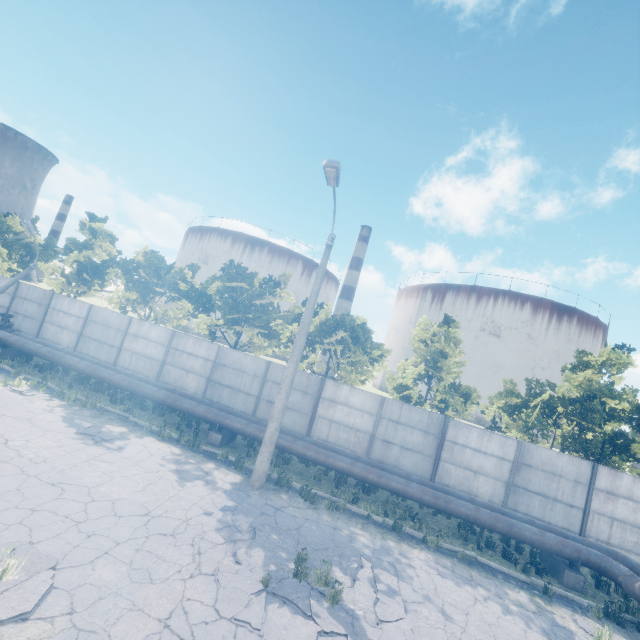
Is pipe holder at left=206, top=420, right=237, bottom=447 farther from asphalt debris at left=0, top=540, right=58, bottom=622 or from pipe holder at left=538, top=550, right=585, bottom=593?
pipe holder at left=538, top=550, right=585, bottom=593

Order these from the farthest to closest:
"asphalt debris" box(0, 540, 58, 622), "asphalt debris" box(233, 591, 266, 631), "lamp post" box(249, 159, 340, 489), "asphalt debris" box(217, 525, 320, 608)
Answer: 1. "lamp post" box(249, 159, 340, 489)
2. "asphalt debris" box(217, 525, 320, 608)
3. "asphalt debris" box(233, 591, 266, 631)
4. "asphalt debris" box(0, 540, 58, 622)

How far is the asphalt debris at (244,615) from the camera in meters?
5.5 m

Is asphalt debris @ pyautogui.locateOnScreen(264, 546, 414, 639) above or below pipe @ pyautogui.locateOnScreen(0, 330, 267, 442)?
below

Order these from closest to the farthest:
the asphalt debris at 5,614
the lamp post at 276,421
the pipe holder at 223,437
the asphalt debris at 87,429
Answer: the asphalt debris at 5,614 → the lamp post at 276,421 → the asphalt debris at 87,429 → the pipe holder at 223,437

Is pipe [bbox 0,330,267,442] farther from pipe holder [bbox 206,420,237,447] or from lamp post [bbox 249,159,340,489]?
lamp post [bbox 249,159,340,489]

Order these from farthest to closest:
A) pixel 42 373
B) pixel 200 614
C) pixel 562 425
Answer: pixel 562 425 < pixel 42 373 < pixel 200 614

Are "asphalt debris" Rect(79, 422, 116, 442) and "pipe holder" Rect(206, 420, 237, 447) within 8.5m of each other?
yes
